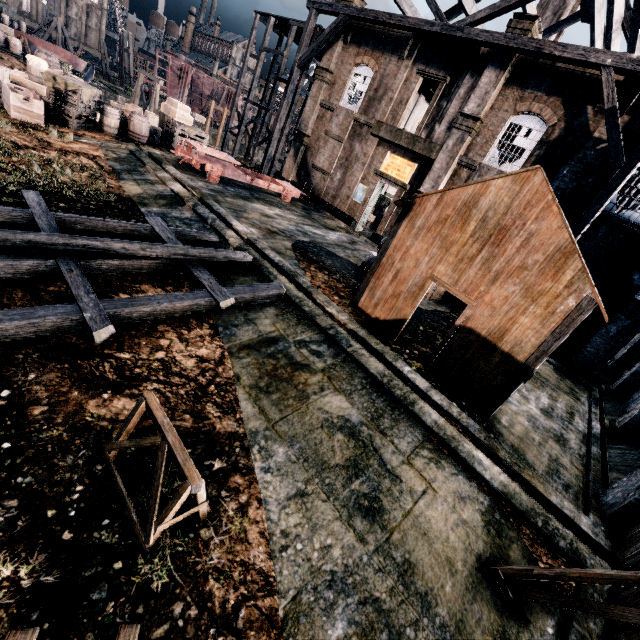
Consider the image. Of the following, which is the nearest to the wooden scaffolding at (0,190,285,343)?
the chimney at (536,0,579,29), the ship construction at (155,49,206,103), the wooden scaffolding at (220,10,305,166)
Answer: the wooden scaffolding at (220,10,305,166)

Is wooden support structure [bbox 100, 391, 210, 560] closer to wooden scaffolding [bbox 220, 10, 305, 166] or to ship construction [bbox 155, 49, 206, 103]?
wooden scaffolding [bbox 220, 10, 305, 166]

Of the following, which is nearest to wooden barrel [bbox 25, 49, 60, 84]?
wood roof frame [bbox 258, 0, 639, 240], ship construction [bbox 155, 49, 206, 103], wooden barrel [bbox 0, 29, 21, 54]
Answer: wood roof frame [bbox 258, 0, 639, 240]

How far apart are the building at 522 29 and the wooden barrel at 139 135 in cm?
1978

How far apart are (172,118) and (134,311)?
22.72m

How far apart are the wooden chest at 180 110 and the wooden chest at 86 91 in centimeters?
568cm

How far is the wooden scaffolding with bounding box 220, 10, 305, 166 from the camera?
26.2m

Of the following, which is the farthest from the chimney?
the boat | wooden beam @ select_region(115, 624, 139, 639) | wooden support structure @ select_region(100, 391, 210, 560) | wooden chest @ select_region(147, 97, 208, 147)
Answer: the boat
